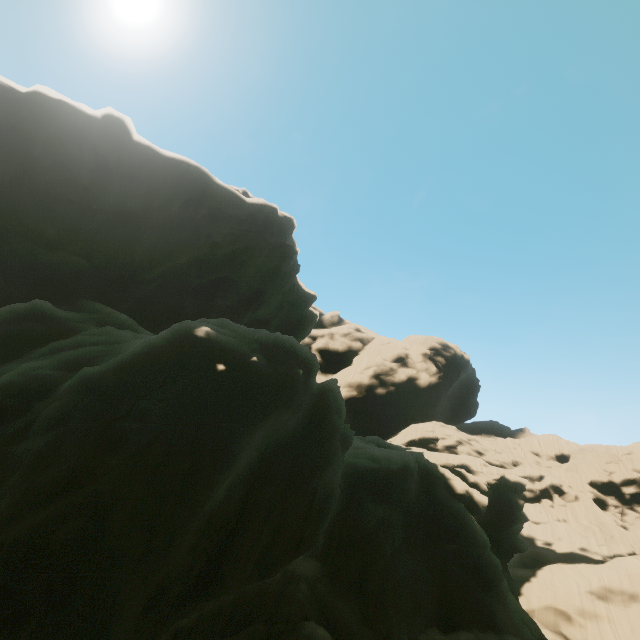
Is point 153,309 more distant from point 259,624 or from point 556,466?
point 556,466
